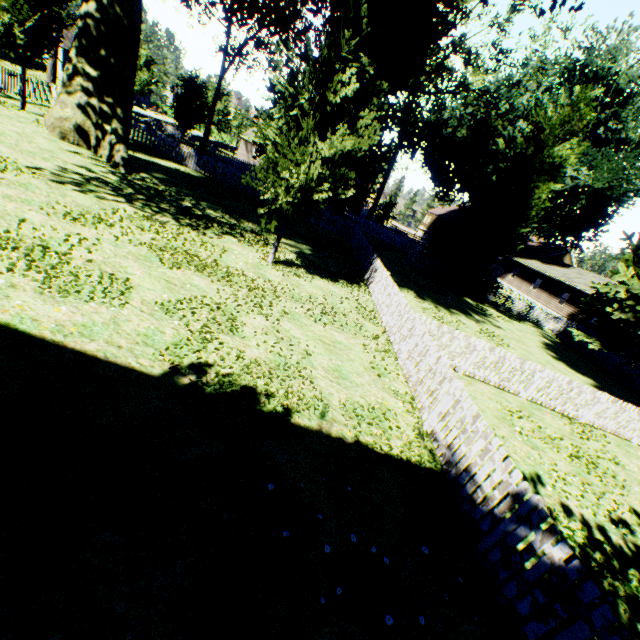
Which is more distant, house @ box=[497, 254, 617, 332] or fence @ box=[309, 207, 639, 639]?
house @ box=[497, 254, 617, 332]

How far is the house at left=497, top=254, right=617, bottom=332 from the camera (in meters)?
33.88

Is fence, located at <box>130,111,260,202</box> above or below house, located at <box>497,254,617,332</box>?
below

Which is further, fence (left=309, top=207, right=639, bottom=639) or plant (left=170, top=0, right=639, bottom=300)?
plant (left=170, top=0, right=639, bottom=300)

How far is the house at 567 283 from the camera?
33.9m

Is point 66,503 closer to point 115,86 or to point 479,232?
point 115,86

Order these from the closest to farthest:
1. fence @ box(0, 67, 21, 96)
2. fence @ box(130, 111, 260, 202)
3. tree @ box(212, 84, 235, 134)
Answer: fence @ box(0, 67, 21, 96) → fence @ box(130, 111, 260, 202) → tree @ box(212, 84, 235, 134)

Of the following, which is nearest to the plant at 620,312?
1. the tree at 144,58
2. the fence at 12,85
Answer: the fence at 12,85
